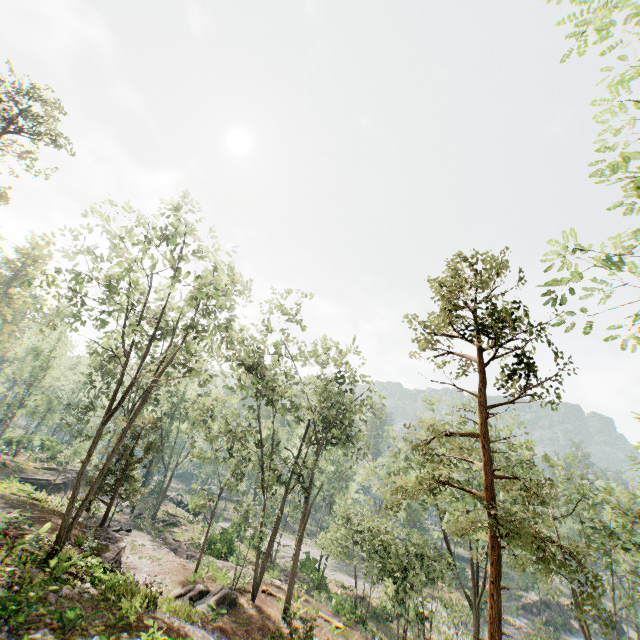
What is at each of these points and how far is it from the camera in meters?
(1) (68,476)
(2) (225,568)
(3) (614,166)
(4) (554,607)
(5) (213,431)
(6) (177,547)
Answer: (1) ground embankment, 43.8 m
(2) ground embankment, 24.8 m
(3) foliage, 5.3 m
(4) rock, 50.8 m
(5) foliage, 27.5 m
(6) ground embankment, 28.6 m

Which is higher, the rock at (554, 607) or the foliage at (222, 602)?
the foliage at (222, 602)

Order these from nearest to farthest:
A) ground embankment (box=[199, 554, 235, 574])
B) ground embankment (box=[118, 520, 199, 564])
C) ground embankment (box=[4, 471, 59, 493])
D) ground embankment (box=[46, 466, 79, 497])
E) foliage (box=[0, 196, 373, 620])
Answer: foliage (box=[0, 196, 373, 620]) < ground embankment (box=[199, 554, 235, 574]) < ground embankment (box=[118, 520, 199, 564]) < ground embankment (box=[4, 471, 59, 493]) < ground embankment (box=[46, 466, 79, 497])

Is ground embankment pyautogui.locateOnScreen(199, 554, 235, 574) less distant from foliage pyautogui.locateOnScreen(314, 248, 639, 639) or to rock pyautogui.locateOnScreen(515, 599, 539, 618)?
foliage pyautogui.locateOnScreen(314, 248, 639, 639)

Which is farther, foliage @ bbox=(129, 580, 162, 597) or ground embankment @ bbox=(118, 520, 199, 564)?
ground embankment @ bbox=(118, 520, 199, 564)

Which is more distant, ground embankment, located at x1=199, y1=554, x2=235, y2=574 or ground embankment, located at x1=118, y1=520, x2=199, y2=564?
ground embankment, located at x1=118, y1=520, x2=199, y2=564

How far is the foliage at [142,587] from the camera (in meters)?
13.15

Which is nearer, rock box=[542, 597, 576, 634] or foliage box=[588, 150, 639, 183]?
foliage box=[588, 150, 639, 183]
